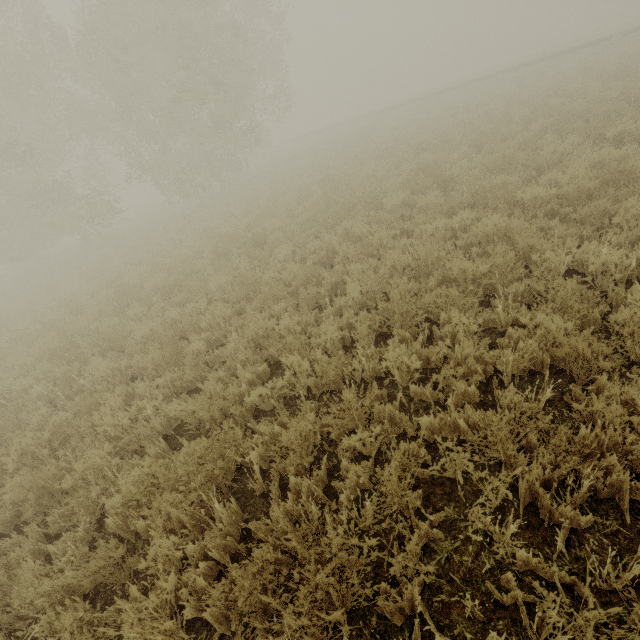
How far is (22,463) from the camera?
4.8 meters
